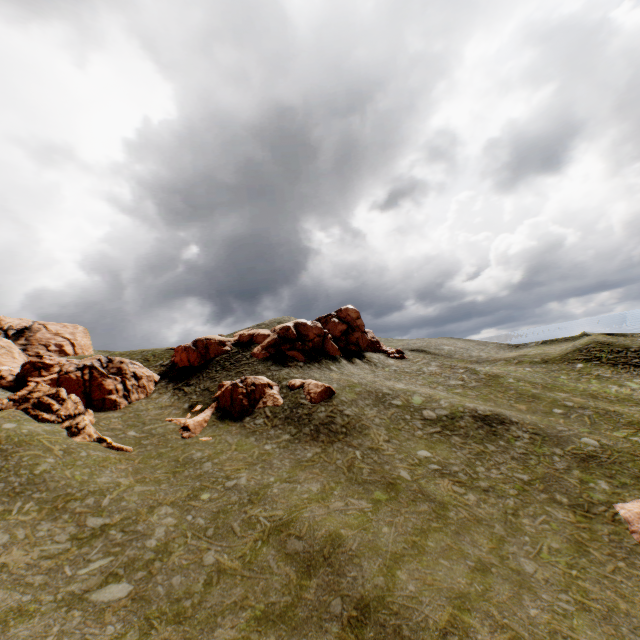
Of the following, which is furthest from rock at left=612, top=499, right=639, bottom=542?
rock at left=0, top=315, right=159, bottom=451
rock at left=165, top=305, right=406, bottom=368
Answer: rock at left=0, top=315, right=159, bottom=451

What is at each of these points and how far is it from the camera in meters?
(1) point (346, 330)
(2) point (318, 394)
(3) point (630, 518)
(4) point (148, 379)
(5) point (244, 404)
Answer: (1) rock, 51.2 m
(2) rock, 31.4 m
(3) rock, 19.3 m
(4) rock, 38.4 m
(5) rock, 31.7 m

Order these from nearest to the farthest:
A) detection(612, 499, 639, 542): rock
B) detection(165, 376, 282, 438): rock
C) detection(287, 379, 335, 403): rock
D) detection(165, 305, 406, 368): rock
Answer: detection(612, 499, 639, 542): rock → detection(165, 376, 282, 438): rock → detection(287, 379, 335, 403): rock → detection(165, 305, 406, 368): rock

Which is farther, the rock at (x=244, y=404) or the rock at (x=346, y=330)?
the rock at (x=346, y=330)

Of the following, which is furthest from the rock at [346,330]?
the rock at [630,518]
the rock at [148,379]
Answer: the rock at [630,518]

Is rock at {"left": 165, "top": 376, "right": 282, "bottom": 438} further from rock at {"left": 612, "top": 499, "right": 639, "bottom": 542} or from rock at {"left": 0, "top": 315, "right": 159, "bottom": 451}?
rock at {"left": 612, "top": 499, "right": 639, "bottom": 542}
